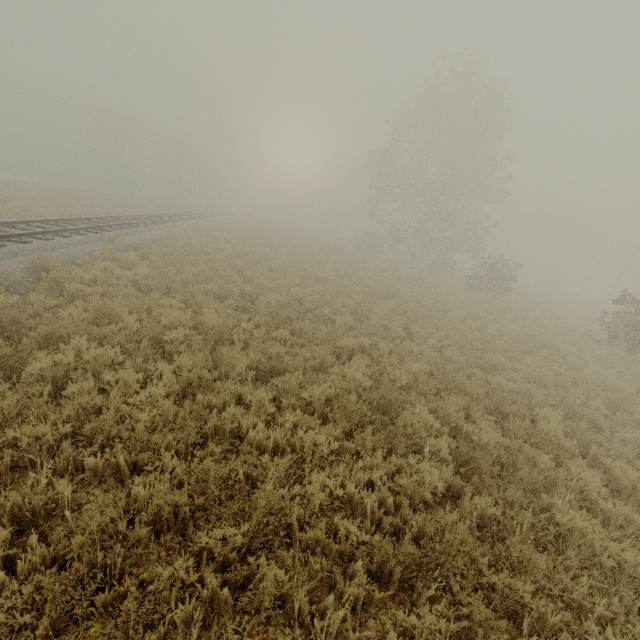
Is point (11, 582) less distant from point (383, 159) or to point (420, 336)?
point (420, 336)
